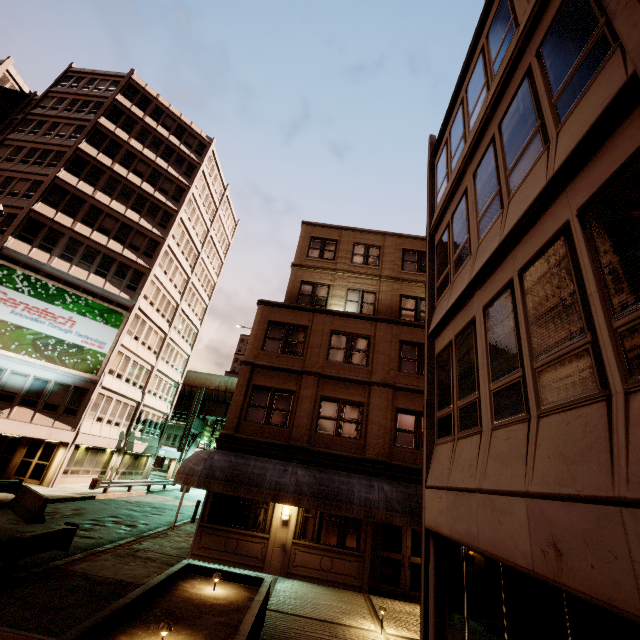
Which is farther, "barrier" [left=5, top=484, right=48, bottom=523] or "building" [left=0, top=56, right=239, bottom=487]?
"building" [left=0, top=56, right=239, bottom=487]

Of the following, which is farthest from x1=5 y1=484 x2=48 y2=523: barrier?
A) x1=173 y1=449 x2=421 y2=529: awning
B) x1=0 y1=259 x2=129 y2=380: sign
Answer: x1=0 y1=259 x2=129 y2=380: sign

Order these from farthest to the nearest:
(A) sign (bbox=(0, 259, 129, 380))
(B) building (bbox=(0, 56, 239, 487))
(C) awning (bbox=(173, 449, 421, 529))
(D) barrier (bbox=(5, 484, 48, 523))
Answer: (B) building (bbox=(0, 56, 239, 487)), (A) sign (bbox=(0, 259, 129, 380)), (D) barrier (bbox=(5, 484, 48, 523)), (C) awning (bbox=(173, 449, 421, 529))

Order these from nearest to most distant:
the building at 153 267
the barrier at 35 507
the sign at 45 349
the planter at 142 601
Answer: the planter at 142 601 → the barrier at 35 507 → the sign at 45 349 → the building at 153 267

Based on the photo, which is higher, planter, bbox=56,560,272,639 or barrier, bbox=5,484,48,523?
planter, bbox=56,560,272,639

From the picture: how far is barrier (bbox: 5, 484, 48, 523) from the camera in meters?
14.2 m

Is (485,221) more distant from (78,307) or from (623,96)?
(78,307)

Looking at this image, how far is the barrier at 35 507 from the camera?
14.18m
